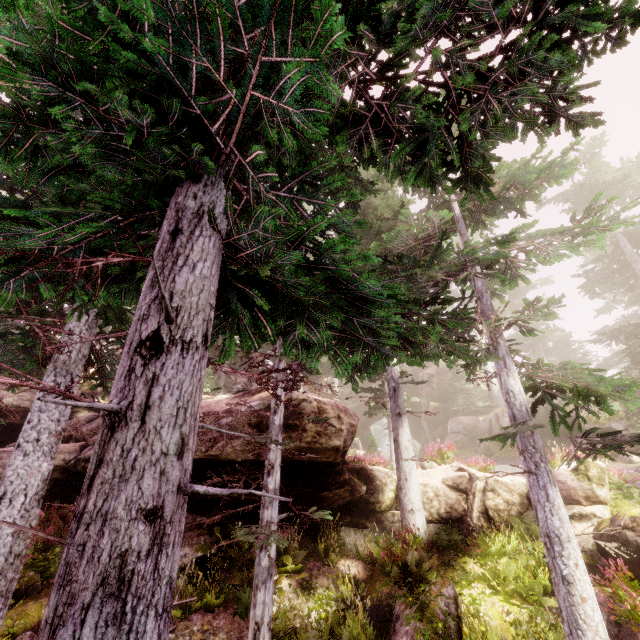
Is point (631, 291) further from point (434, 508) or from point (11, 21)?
point (11, 21)

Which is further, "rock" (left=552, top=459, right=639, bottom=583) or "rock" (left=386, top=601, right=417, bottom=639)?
"rock" (left=552, top=459, right=639, bottom=583)

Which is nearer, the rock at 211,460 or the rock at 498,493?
the rock at 211,460

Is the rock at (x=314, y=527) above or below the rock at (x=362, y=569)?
above

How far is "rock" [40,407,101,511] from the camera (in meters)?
10.97

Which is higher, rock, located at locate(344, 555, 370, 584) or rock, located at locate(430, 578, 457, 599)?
rock, located at locate(430, 578, 457, 599)
